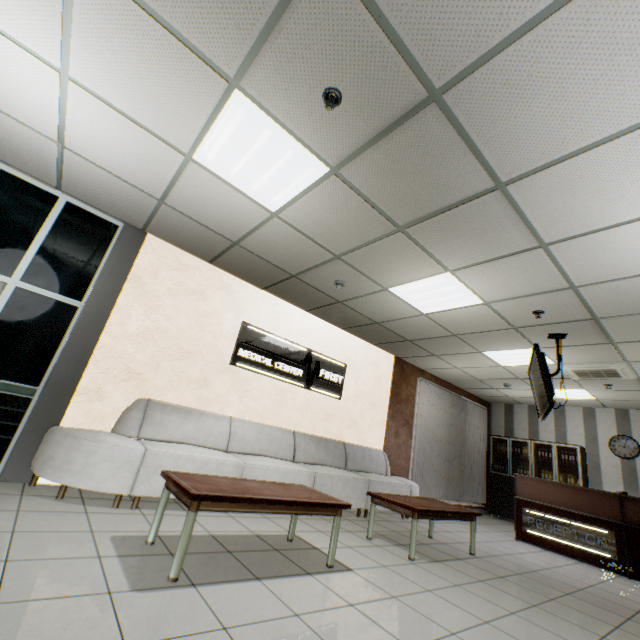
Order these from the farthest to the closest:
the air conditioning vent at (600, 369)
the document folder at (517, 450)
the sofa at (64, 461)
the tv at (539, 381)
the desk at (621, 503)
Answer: the document folder at (517, 450), the air conditioning vent at (600, 369), the desk at (621, 503), the tv at (539, 381), the sofa at (64, 461)

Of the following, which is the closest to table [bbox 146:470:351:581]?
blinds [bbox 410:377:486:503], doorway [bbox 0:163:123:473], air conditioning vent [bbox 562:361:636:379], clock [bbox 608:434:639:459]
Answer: doorway [bbox 0:163:123:473]

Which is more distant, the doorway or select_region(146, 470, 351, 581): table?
the doorway

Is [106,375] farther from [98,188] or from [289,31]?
[289,31]

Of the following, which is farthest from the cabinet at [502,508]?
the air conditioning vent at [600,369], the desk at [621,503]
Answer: the air conditioning vent at [600,369]

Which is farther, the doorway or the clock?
the clock

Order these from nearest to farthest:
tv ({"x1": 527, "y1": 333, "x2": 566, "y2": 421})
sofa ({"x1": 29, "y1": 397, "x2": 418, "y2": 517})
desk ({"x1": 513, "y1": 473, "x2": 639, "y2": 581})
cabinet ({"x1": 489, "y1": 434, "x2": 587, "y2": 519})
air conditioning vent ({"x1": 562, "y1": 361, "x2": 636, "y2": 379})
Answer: sofa ({"x1": 29, "y1": 397, "x2": 418, "y2": 517})
tv ({"x1": 527, "y1": 333, "x2": 566, "y2": 421})
desk ({"x1": 513, "y1": 473, "x2": 639, "y2": 581})
air conditioning vent ({"x1": 562, "y1": 361, "x2": 636, "y2": 379})
cabinet ({"x1": 489, "y1": 434, "x2": 587, "y2": 519})

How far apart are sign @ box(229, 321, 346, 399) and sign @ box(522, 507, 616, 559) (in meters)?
4.13
